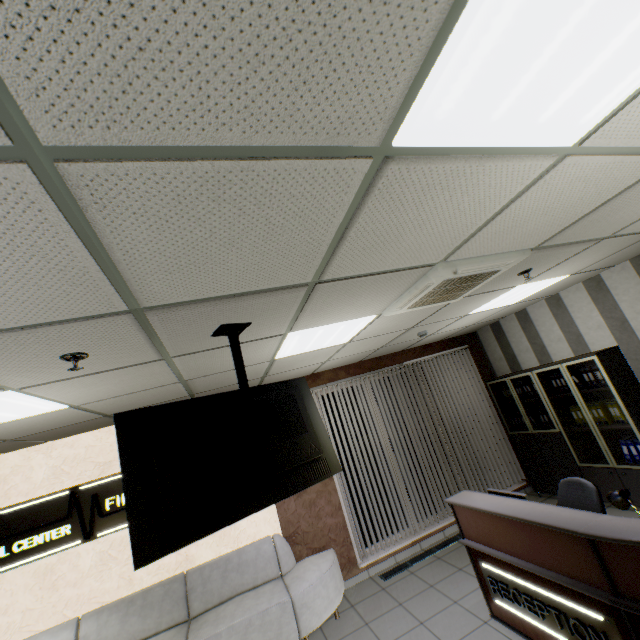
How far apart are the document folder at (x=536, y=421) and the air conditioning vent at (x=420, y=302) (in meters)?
3.67

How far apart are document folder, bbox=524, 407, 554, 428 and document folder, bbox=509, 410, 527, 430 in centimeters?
12cm

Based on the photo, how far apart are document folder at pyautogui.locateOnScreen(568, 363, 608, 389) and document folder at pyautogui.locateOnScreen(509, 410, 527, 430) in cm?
78

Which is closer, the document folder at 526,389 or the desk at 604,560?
the desk at 604,560

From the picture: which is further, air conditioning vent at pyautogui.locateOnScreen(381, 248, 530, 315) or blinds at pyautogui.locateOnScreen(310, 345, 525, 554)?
blinds at pyautogui.locateOnScreen(310, 345, 525, 554)

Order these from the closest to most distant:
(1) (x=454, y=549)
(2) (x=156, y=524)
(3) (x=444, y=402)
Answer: (2) (x=156, y=524), (1) (x=454, y=549), (3) (x=444, y=402)

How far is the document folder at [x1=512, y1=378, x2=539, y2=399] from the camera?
5.83m

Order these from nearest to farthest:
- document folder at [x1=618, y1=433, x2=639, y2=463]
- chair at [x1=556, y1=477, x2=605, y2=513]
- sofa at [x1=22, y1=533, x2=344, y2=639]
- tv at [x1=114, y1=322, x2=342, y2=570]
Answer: tv at [x1=114, y1=322, x2=342, y2=570]
chair at [x1=556, y1=477, x2=605, y2=513]
sofa at [x1=22, y1=533, x2=344, y2=639]
document folder at [x1=618, y1=433, x2=639, y2=463]
